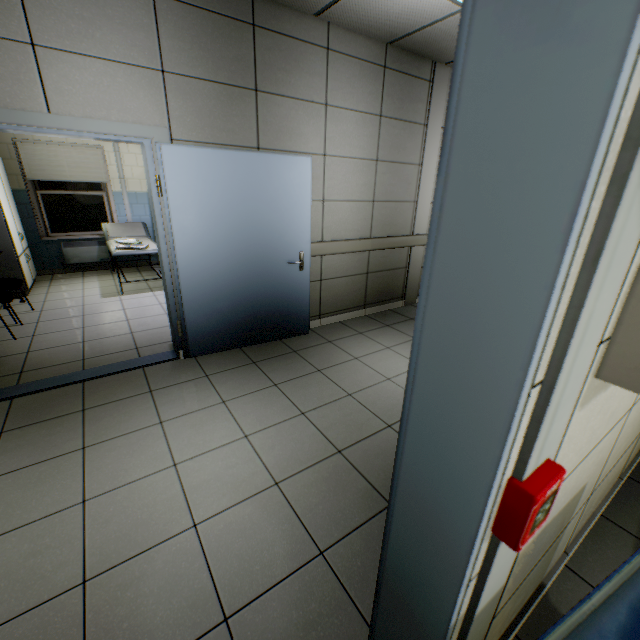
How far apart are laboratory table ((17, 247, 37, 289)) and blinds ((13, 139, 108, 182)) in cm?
124

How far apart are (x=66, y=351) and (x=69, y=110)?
2.43m

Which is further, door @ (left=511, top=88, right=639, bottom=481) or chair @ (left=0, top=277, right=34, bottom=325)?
chair @ (left=0, top=277, right=34, bottom=325)

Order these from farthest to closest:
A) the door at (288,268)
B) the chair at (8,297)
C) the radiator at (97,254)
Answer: the radiator at (97,254) → the chair at (8,297) → the door at (288,268)

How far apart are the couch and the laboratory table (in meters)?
1.20

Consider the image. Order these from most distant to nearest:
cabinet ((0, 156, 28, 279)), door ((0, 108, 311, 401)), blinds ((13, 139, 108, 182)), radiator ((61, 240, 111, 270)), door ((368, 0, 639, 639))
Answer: radiator ((61, 240, 111, 270))
blinds ((13, 139, 108, 182))
cabinet ((0, 156, 28, 279))
door ((0, 108, 311, 401))
door ((368, 0, 639, 639))

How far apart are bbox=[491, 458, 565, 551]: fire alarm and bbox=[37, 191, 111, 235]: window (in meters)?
8.33

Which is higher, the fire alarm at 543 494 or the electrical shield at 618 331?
the electrical shield at 618 331
